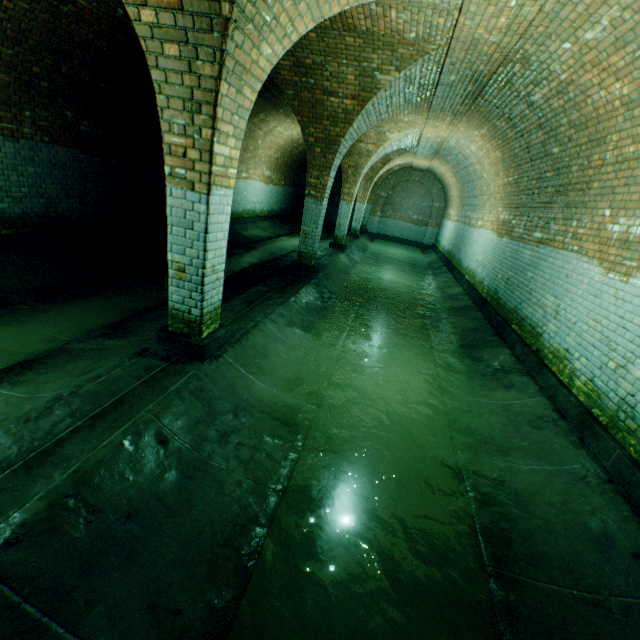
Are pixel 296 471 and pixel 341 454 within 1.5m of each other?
yes
